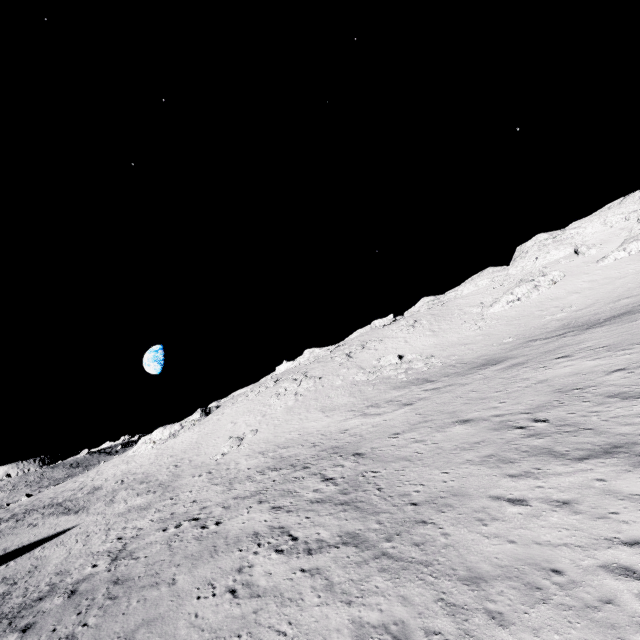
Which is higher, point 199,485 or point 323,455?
point 323,455

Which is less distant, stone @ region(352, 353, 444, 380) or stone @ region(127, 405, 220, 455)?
stone @ region(352, 353, 444, 380)

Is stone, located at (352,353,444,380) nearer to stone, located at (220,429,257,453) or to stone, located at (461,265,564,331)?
stone, located at (461,265,564,331)

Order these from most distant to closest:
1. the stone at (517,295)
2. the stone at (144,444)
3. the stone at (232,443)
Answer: the stone at (144,444) → the stone at (517,295) → the stone at (232,443)

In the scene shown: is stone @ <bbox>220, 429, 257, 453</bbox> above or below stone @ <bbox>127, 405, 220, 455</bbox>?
below

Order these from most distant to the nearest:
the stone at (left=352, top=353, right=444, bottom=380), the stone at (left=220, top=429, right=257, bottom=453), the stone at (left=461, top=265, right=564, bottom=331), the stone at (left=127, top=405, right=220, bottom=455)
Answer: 1. the stone at (left=127, top=405, right=220, bottom=455)
2. the stone at (left=461, top=265, right=564, bottom=331)
3. the stone at (left=352, top=353, right=444, bottom=380)
4. the stone at (left=220, top=429, right=257, bottom=453)

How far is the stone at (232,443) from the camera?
34.3 meters

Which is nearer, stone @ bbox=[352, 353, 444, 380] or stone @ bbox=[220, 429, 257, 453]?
stone @ bbox=[220, 429, 257, 453]
